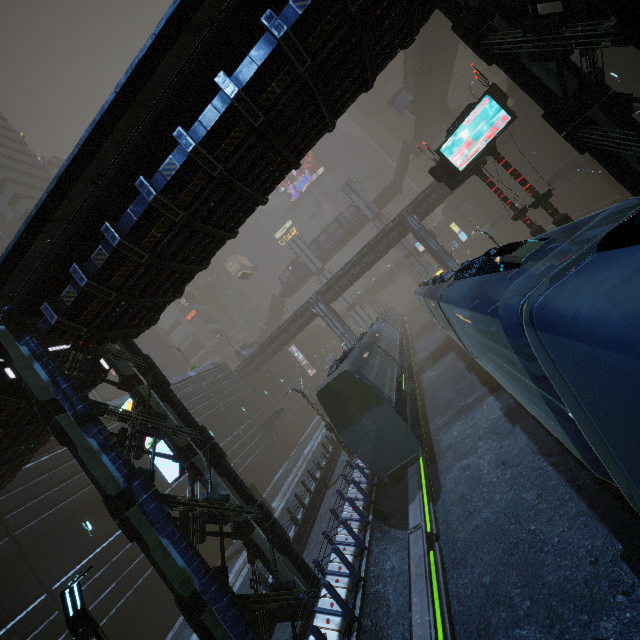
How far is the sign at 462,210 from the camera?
54.5m

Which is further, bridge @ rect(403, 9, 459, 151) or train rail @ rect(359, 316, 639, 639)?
bridge @ rect(403, 9, 459, 151)

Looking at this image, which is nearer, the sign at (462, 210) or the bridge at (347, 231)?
the sign at (462, 210)

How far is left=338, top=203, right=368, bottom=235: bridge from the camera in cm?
5897

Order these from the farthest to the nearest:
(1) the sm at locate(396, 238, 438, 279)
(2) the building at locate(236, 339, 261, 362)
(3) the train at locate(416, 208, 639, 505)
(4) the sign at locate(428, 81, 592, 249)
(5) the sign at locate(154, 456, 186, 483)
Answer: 1. (1) the sm at locate(396, 238, 438, 279)
2. (2) the building at locate(236, 339, 261, 362)
3. (4) the sign at locate(428, 81, 592, 249)
4. (5) the sign at locate(154, 456, 186, 483)
5. (3) the train at locate(416, 208, 639, 505)

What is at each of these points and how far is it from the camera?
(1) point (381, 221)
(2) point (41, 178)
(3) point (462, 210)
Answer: (1) sm, 56.8 meters
(2) building, 50.5 meters
(3) sign, 54.8 meters

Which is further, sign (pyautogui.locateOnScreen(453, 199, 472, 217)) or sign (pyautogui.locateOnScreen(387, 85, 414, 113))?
sign (pyautogui.locateOnScreen(453, 199, 472, 217))

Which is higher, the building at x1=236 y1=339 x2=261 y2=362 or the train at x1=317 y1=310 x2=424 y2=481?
the building at x1=236 y1=339 x2=261 y2=362
